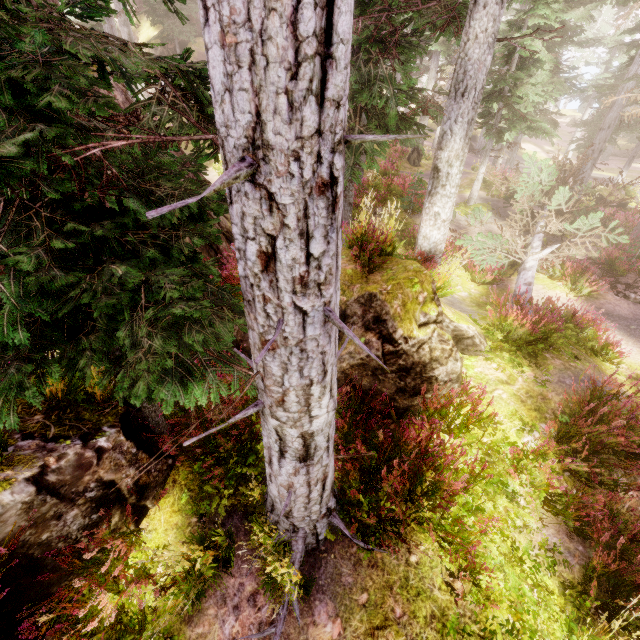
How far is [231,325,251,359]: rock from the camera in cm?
545

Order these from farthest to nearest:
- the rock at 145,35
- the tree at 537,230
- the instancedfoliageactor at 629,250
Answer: the rock at 145,35 → the instancedfoliageactor at 629,250 → the tree at 537,230

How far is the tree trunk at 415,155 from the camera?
24.4m

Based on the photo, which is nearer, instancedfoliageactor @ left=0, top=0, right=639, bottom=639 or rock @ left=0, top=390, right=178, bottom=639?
instancedfoliageactor @ left=0, top=0, right=639, bottom=639

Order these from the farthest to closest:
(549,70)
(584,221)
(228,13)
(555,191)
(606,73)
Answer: (606,73) → (549,70) → (555,191) → (584,221) → (228,13)

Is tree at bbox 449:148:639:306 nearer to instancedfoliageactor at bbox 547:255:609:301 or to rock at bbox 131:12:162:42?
instancedfoliageactor at bbox 547:255:609:301

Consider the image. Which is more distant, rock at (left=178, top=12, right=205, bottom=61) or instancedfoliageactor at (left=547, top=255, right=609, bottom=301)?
rock at (left=178, top=12, right=205, bottom=61)
